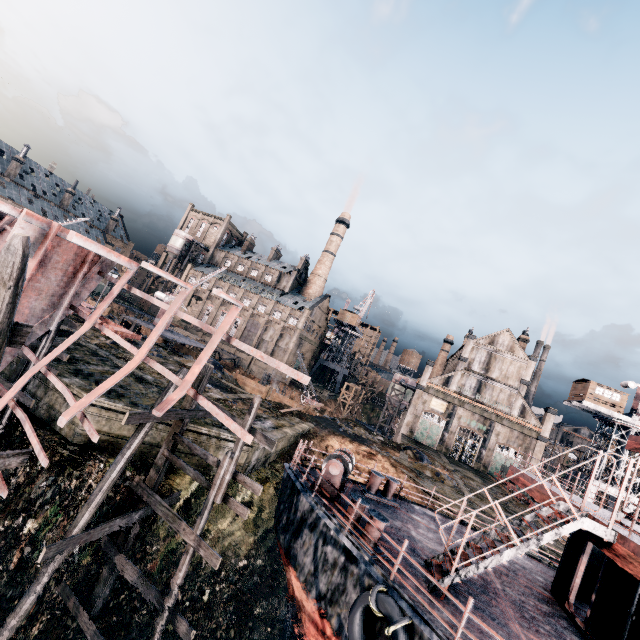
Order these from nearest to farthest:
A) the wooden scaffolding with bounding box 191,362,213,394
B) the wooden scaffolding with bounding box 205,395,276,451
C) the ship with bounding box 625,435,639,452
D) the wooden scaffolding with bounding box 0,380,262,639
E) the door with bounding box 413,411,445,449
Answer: the wooden scaffolding with bounding box 0,380,262,639, the wooden scaffolding with bounding box 205,395,276,451, the wooden scaffolding with bounding box 191,362,213,394, the ship with bounding box 625,435,639,452, the door with bounding box 413,411,445,449

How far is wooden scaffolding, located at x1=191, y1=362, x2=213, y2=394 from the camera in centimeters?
1270cm

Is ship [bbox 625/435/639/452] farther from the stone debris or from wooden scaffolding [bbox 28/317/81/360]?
the stone debris

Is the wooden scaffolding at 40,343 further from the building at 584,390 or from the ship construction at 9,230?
the building at 584,390

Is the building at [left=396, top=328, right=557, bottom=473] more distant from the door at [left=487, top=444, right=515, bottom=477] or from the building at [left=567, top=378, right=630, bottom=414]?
the building at [left=567, top=378, right=630, bottom=414]

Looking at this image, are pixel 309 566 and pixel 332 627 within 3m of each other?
yes

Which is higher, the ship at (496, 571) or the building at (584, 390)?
the building at (584, 390)

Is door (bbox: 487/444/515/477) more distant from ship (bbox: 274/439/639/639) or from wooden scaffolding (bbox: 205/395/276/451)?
wooden scaffolding (bbox: 205/395/276/451)
